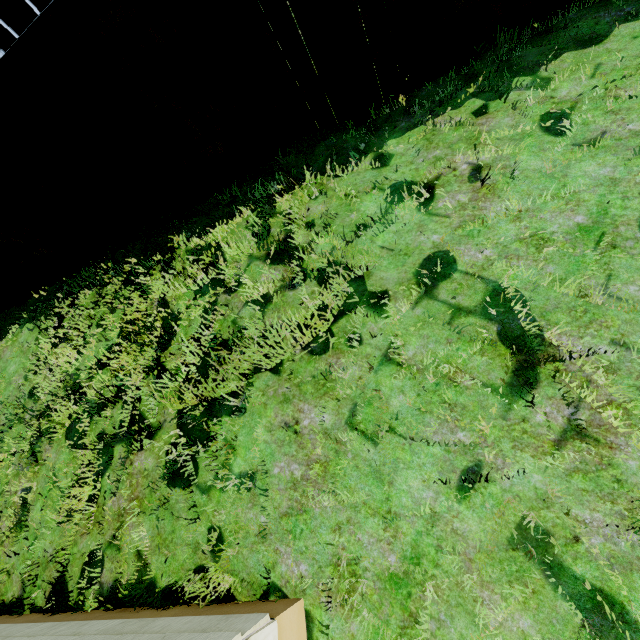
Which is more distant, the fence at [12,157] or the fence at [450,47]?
the fence at [12,157]

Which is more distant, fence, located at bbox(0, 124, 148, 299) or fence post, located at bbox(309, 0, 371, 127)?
fence, located at bbox(0, 124, 148, 299)

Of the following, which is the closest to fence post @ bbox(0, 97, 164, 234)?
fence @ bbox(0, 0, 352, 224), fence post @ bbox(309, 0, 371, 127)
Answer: fence @ bbox(0, 0, 352, 224)

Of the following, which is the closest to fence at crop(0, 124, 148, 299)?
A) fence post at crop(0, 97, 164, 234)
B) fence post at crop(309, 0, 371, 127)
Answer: fence post at crop(0, 97, 164, 234)

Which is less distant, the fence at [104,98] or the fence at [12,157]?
the fence at [104,98]

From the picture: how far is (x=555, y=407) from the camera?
1.9 meters

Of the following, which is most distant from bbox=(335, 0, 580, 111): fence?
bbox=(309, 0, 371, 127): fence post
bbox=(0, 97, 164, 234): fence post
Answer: bbox=(0, 97, 164, 234): fence post
